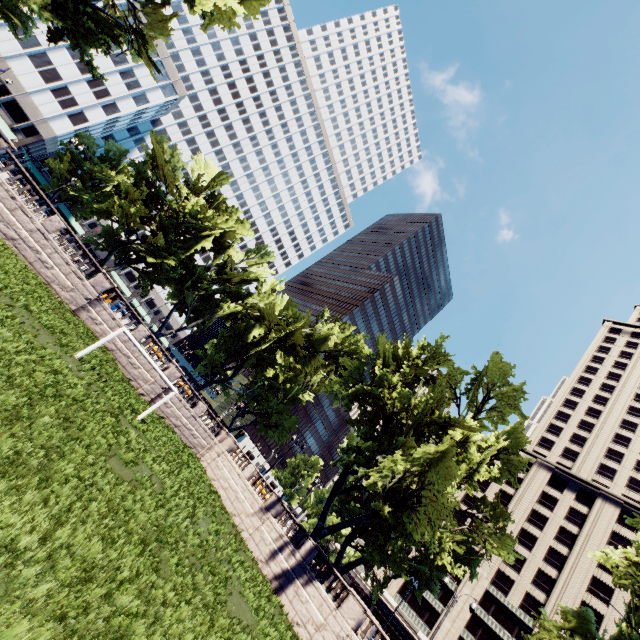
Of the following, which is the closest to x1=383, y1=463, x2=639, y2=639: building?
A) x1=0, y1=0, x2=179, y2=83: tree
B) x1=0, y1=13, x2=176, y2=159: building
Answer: x1=0, y1=0, x2=179, y2=83: tree

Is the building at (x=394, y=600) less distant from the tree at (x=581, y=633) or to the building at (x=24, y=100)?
the tree at (x=581, y=633)

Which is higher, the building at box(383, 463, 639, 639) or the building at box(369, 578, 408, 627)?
the building at box(383, 463, 639, 639)

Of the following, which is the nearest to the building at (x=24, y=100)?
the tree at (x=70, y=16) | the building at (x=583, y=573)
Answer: the tree at (x=70, y=16)

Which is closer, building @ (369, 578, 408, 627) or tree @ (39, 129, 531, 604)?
tree @ (39, 129, 531, 604)

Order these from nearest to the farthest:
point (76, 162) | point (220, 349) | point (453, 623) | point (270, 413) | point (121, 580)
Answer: point (121, 580) → point (220, 349) → point (270, 413) → point (453, 623) → point (76, 162)

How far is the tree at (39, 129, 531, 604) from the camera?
26.55m

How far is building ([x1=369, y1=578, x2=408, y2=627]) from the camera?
52.7 meters
